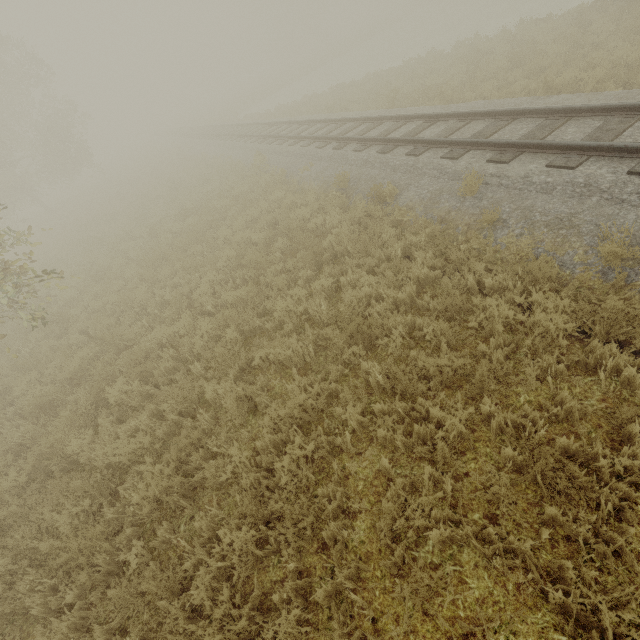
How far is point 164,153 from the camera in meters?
29.5 m
